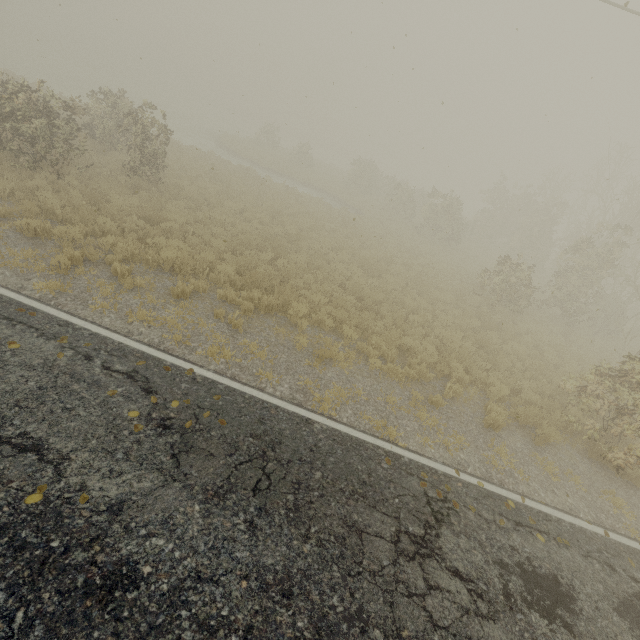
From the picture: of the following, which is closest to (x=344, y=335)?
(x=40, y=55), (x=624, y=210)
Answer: (x=624, y=210)
